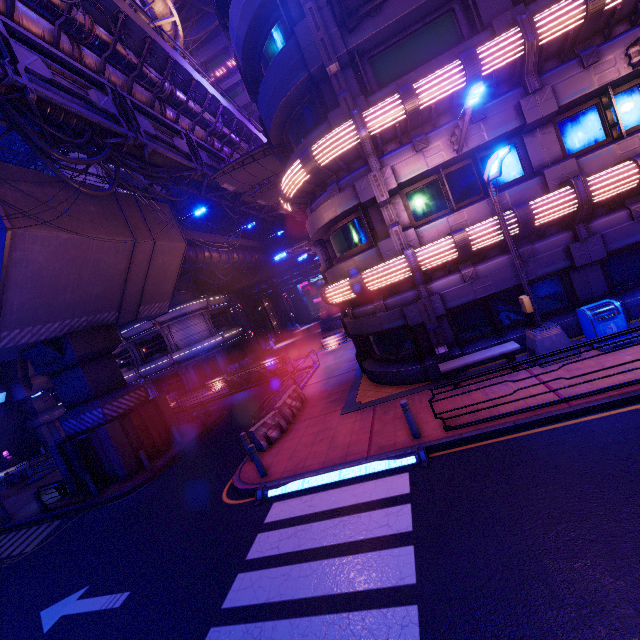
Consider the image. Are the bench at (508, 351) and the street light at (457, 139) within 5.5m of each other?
no

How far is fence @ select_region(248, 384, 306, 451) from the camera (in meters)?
11.88

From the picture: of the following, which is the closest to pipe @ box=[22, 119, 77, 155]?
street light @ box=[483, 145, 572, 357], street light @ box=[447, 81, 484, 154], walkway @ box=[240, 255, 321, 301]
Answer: walkway @ box=[240, 255, 321, 301]

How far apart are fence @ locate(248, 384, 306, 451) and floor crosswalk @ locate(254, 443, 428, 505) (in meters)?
2.13

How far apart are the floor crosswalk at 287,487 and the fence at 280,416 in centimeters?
213cm

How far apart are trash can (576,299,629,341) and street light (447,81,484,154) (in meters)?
6.07

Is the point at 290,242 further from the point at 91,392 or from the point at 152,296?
the point at 91,392

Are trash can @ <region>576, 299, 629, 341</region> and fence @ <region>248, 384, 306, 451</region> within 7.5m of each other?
no
